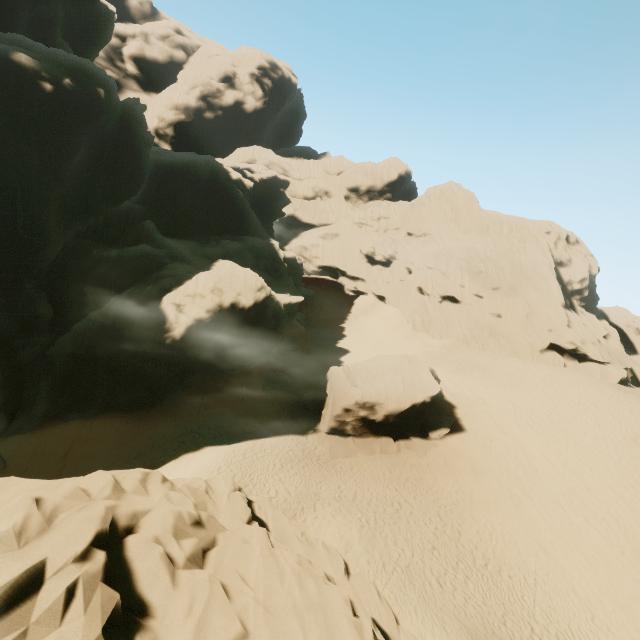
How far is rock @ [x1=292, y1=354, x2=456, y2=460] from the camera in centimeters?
2430cm

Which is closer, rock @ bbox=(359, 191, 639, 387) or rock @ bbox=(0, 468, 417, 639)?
rock @ bbox=(0, 468, 417, 639)

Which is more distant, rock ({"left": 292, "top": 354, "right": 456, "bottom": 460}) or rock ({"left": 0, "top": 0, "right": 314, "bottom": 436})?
rock ({"left": 292, "top": 354, "right": 456, "bottom": 460})

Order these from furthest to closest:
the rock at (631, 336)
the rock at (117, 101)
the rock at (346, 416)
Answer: the rock at (631, 336) → the rock at (346, 416) → the rock at (117, 101)

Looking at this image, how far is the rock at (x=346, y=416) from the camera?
24.3m

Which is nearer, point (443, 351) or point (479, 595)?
point (479, 595)

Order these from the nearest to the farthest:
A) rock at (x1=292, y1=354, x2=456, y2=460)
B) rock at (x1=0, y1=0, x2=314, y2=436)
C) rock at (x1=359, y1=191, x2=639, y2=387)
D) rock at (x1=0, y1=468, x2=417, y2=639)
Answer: rock at (x1=0, y1=468, x2=417, y2=639)
rock at (x1=0, y1=0, x2=314, y2=436)
rock at (x1=292, y1=354, x2=456, y2=460)
rock at (x1=359, y1=191, x2=639, y2=387)
